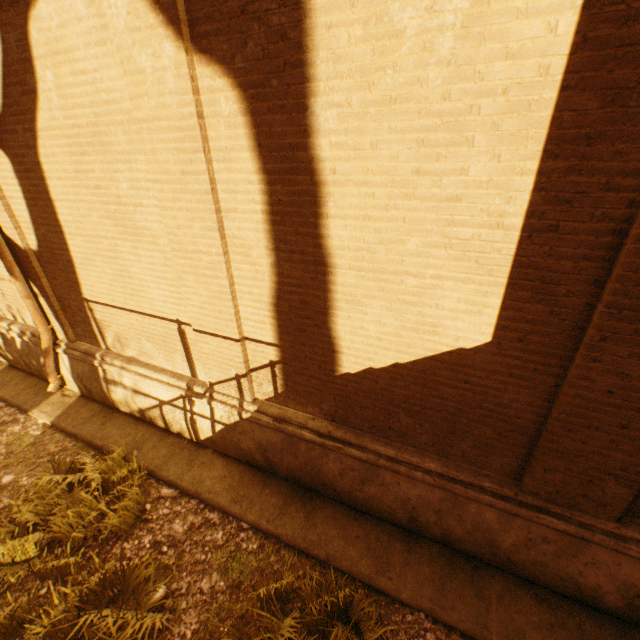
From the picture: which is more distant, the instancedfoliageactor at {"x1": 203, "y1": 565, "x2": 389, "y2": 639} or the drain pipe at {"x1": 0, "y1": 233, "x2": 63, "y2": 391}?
the drain pipe at {"x1": 0, "y1": 233, "x2": 63, "y2": 391}

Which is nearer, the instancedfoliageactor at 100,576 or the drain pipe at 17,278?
the instancedfoliageactor at 100,576

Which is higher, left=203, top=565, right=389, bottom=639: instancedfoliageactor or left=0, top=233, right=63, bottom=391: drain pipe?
left=0, top=233, right=63, bottom=391: drain pipe

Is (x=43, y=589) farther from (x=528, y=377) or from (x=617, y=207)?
(x=617, y=207)
